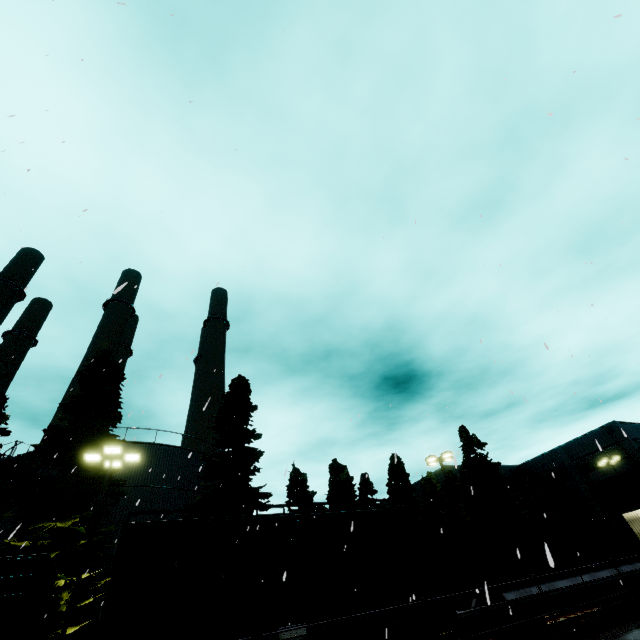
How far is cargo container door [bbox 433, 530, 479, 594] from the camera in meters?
13.1 m

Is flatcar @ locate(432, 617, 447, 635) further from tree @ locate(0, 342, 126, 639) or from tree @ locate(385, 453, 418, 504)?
tree @ locate(385, 453, 418, 504)

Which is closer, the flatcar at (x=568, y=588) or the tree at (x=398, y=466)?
the flatcar at (x=568, y=588)

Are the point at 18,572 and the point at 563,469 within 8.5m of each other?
no

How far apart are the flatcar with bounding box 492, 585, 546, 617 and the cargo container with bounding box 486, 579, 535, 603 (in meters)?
0.02

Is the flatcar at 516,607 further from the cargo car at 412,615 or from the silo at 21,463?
the silo at 21,463

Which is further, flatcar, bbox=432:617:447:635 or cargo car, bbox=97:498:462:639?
flatcar, bbox=432:617:447:635
